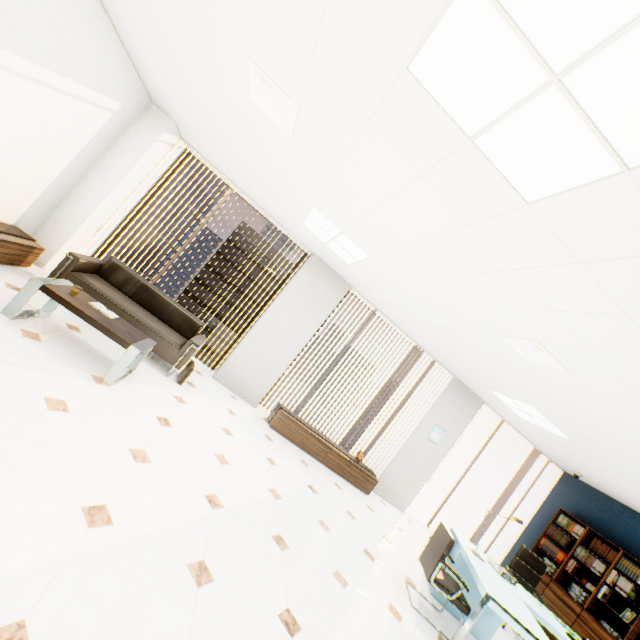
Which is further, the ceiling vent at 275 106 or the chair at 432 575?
the chair at 432 575

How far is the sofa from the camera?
4.2 meters

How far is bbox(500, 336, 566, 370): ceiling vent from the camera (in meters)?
3.20

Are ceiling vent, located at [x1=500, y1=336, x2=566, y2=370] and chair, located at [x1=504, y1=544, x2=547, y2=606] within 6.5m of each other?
yes

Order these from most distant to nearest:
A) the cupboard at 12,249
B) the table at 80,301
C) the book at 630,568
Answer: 1. the book at 630,568
2. the cupboard at 12,249
3. the table at 80,301

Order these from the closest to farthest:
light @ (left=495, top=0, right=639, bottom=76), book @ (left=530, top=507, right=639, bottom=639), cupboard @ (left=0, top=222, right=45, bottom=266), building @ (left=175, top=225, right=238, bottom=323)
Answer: light @ (left=495, top=0, right=639, bottom=76)
cupboard @ (left=0, top=222, right=45, bottom=266)
book @ (left=530, top=507, right=639, bottom=639)
building @ (left=175, top=225, right=238, bottom=323)

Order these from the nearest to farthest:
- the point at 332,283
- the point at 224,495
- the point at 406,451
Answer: the point at 224,495, the point at 332,283, the point at 406,451

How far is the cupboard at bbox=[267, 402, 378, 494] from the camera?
5.73m
